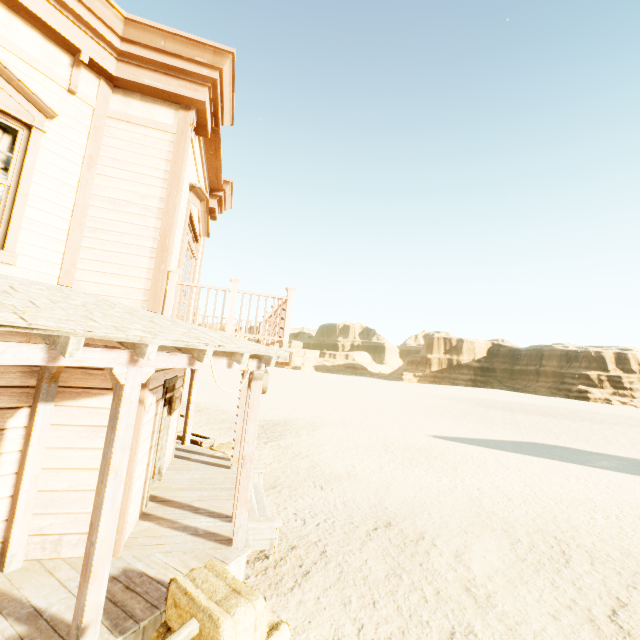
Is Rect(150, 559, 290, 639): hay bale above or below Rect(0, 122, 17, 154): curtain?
below

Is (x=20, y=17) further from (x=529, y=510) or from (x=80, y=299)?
(x=529, y=510)

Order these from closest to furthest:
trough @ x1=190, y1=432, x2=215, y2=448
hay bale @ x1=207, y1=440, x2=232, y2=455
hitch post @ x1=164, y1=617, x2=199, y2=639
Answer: hitch post @ x1=164, y1=617, x2=199, y2=639, hay bale @ x1=207, y1=440, x2=232, y2=455, trough @ x1=190, y1=432, x2=215, y2=448

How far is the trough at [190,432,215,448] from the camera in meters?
10.2

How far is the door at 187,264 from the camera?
6.3m

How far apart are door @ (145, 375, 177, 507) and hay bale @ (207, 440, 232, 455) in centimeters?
243cm

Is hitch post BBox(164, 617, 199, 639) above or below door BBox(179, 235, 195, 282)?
below

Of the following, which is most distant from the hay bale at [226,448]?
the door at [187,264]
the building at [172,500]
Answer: the door at [187,264]
